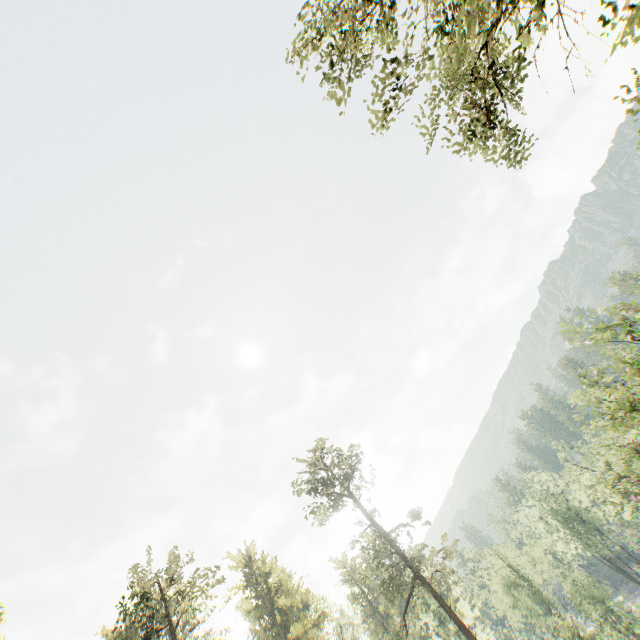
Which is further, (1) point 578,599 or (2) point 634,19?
(1) point 578,599

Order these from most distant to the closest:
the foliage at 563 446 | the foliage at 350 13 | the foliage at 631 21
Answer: the foliage at 563 446
the foliage at 350 13
the foliage at 631 21

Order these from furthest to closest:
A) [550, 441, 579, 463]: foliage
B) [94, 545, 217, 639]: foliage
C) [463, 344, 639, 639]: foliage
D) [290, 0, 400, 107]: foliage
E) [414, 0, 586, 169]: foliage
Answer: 1. [550, 441, 579, 463]: foliage
2. [94, 545, 217, 639]: foliage
3. [463, 344, 639, 639]: foliage
4. [290, 0, 400, 107]: foliage
5. [414, 0, 586, 169]: foliage

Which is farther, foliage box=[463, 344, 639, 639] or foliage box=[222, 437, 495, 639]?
foliage box=[222, 437, 495, 639]

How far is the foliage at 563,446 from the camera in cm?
5394
